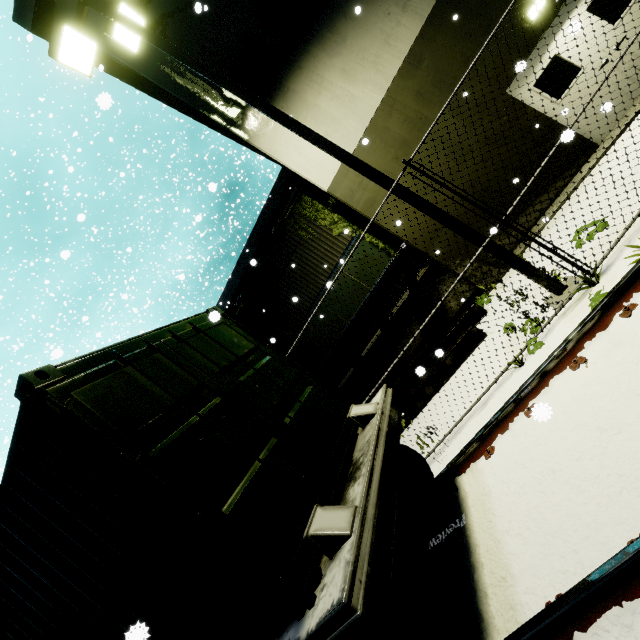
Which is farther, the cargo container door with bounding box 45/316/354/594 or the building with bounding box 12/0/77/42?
the building with bounding box 12/0/77/42

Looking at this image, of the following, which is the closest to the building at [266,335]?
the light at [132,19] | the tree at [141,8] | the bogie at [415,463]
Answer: the tree at [141,8]

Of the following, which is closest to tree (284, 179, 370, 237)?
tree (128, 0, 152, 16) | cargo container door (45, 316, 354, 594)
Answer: cargo container door (45, 316, 354, 594)

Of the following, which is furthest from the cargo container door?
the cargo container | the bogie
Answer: the bogie

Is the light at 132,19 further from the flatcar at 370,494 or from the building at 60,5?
the flatcar at 370,494

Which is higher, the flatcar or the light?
the light

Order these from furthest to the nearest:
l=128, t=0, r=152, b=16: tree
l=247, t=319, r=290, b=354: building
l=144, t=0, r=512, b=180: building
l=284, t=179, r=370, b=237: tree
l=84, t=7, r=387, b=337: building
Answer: l=247, t=319, r=290, b=354: building → l=284, t=179, r=370, b=237: tree → l=128, t=0, r=152, b=16: tree → l=84, t=7, r=387, b=337: building → l=144, t=0, r=512, b=180: building

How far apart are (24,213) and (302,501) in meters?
44.0
